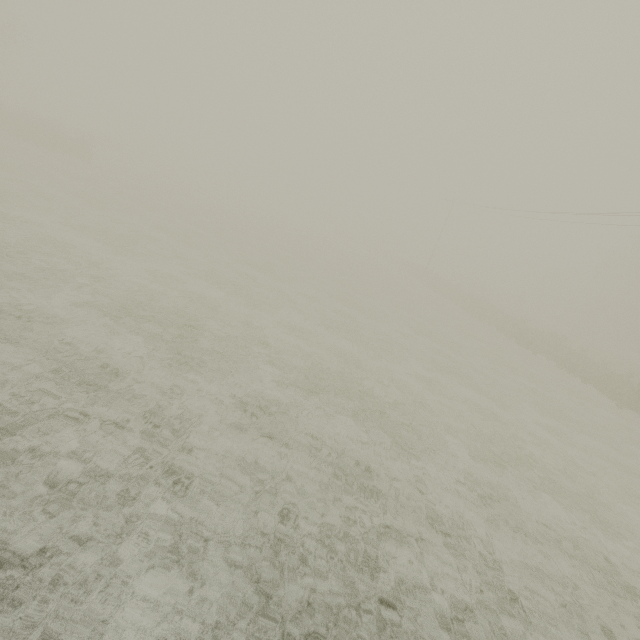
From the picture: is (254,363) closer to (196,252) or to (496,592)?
(496,592)
